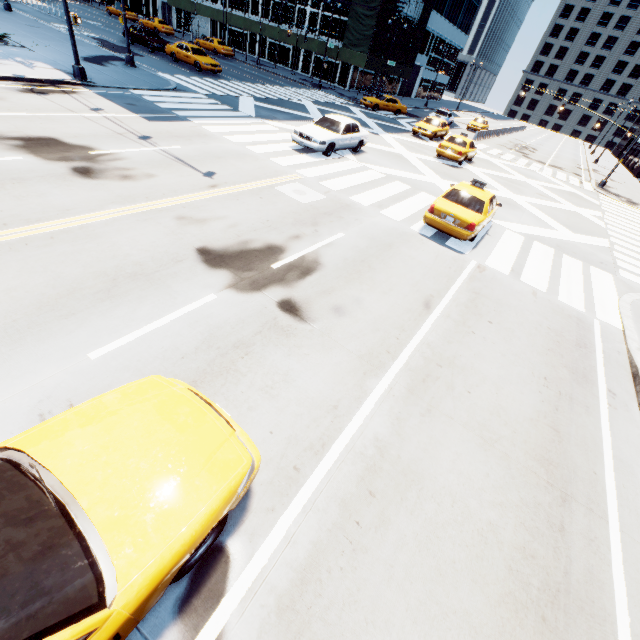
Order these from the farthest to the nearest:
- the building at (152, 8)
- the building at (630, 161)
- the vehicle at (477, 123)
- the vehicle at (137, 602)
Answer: the building at (152, 8) < the building at (630, 161) < the vehicle at (477, 123) < the vehicle at (137, 602)

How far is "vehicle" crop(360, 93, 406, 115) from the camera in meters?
32.7 m

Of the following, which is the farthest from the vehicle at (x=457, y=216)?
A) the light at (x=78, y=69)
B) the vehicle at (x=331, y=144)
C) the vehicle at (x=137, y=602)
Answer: the vehicle at (x=137, y=602)

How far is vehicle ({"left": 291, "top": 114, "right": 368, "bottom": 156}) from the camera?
15.0m

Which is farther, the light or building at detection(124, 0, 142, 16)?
building at detection(124, 0, 142, 16)

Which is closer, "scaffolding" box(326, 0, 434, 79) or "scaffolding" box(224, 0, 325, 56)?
"scaffolding" box(326, 0, 434, 79)

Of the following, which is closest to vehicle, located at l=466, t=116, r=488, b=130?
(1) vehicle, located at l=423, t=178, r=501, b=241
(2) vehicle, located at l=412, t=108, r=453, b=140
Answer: (2) vehicle, located at l=412, t=108, r=453, b=140

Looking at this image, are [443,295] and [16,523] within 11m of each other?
yes
